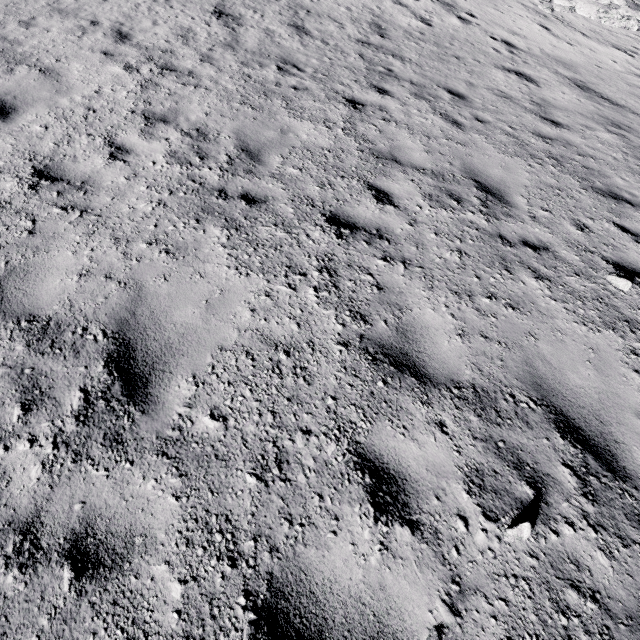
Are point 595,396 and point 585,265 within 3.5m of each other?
yes
